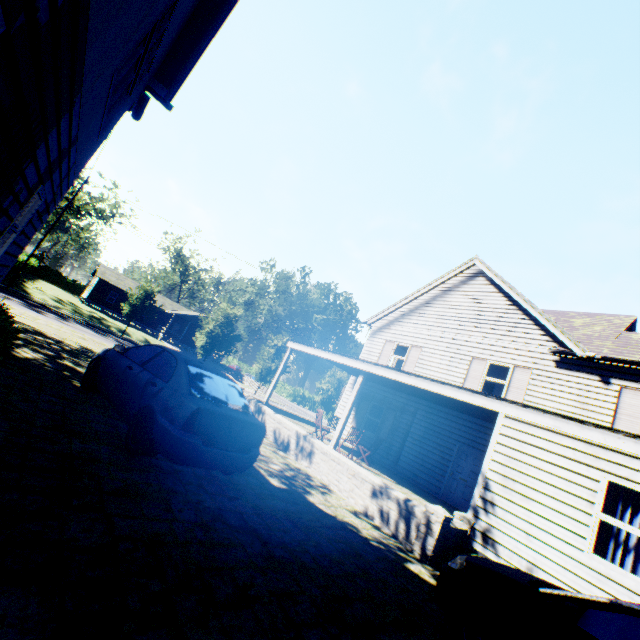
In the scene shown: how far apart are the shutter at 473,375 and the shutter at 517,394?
1.0m

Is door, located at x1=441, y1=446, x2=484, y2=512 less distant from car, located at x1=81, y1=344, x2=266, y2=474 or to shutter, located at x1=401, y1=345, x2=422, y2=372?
shutter, located at x1=401, y1=345, x2=422, y2=372

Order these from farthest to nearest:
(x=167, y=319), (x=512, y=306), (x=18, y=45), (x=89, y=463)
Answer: (x=167, y=319), (x=512, y=306), (x=89, y=463), (x=18, y=45)

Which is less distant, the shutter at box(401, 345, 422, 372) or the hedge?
the hedge

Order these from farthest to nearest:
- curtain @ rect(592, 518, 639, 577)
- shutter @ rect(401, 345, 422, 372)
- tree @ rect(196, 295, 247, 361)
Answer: tree @ rect(196, 295, 247, 361)
shutter @ rect(401, 345, 422, 372)
curtain @ rect(592, 518, 639, 577)

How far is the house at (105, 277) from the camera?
45.3m

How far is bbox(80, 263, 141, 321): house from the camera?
45.3 meters

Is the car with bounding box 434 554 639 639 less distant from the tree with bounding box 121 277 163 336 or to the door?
the door
